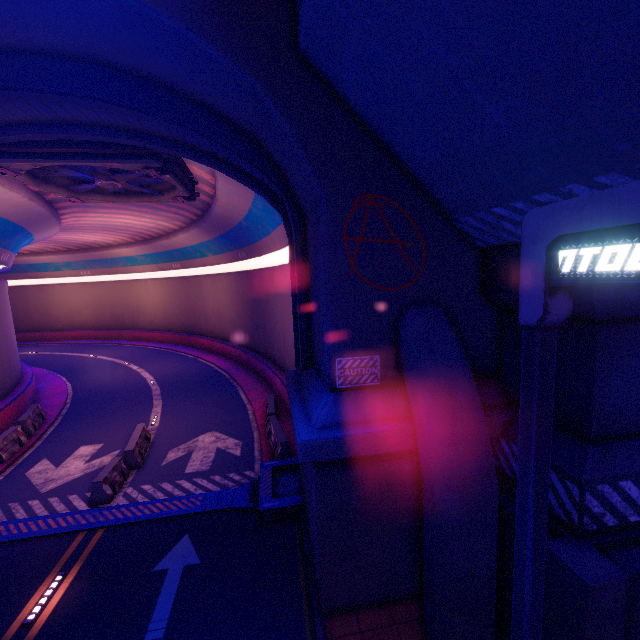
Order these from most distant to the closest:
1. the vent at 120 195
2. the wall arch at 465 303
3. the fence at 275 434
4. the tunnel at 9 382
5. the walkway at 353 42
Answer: the fence at 275 434, the vent at 120 195, the tunnel at 9 382, the wall arch at 465 303, the walkway at 353 42

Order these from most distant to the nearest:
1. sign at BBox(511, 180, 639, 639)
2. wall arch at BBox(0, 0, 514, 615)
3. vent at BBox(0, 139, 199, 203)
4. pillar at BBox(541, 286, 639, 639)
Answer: vent at BBox(0, 139, 199, 203), wall arch at BBox(0, 0, 514, 615), pillar at BBox(541, 286, 639, 639), sign at BBox(511, 180, 639, 639)

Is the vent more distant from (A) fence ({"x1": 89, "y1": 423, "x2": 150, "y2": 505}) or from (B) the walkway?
(A) fence ({"x1": 89, "y1": 423, "x2": 150, "y2": 505})

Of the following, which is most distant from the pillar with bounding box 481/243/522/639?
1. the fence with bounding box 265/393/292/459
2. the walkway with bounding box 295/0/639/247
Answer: the fence with bounding box 265/393/292/459

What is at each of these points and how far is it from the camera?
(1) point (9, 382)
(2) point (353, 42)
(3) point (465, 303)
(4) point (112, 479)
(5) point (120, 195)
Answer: (1) tunnel, 17.9 meters
(2) walkway, 4.5 meters
(3) wall arch, 6.6 meters
(4) fence, 10.9 meters
(5) vent, 15.0 meters

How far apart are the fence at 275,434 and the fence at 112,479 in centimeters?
516cm

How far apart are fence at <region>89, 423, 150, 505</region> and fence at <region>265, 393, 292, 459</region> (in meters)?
5.16

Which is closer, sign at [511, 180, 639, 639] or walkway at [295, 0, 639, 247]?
sign at [511, 180, 639, 639]
